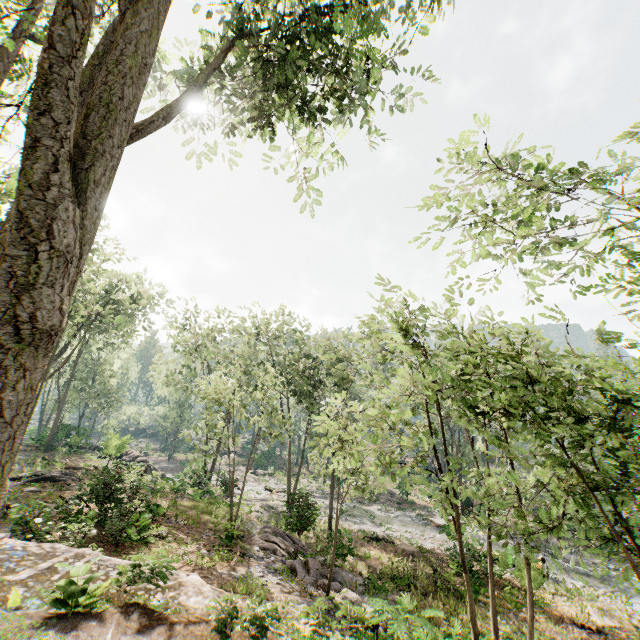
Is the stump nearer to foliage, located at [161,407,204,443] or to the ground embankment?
foliage, located at [161,407,204,443]

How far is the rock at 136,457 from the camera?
18.40m

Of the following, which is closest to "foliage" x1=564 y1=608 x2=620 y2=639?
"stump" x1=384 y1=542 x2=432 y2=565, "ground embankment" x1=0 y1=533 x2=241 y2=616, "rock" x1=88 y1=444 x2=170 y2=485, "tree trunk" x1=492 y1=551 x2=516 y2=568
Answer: "rock" x1=88 y1=444 x2=170 y2=485

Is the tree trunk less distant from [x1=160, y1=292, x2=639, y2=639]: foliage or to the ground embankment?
[x1=160, y1=292, x2=639, y2=639]: foliage

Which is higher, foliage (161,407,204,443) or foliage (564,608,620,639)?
foliage (161,407,204,443)

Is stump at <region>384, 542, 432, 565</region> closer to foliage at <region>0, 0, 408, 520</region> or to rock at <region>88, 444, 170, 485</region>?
A: foliage at <region>0, 0, 408, 520</region>

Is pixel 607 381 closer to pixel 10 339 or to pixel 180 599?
pixel 10 339

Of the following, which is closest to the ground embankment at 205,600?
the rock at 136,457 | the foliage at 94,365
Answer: the rock at 136,457
